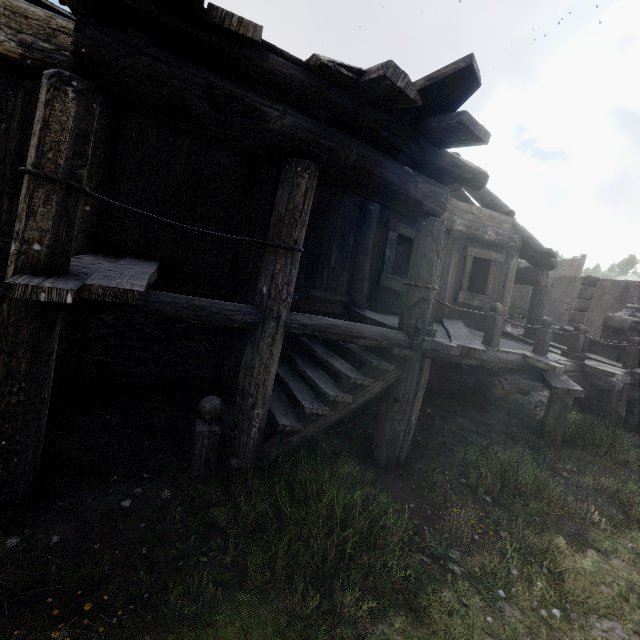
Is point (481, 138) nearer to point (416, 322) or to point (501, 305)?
point (416, 322)
